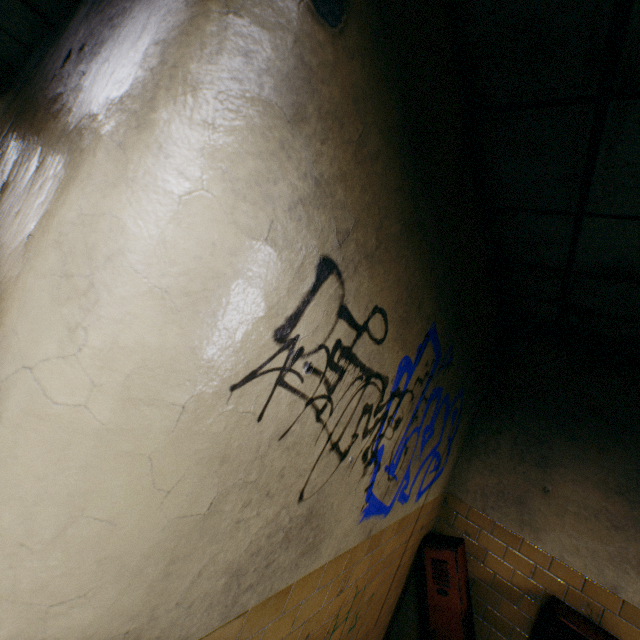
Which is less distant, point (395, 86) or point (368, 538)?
point (395, 86)
